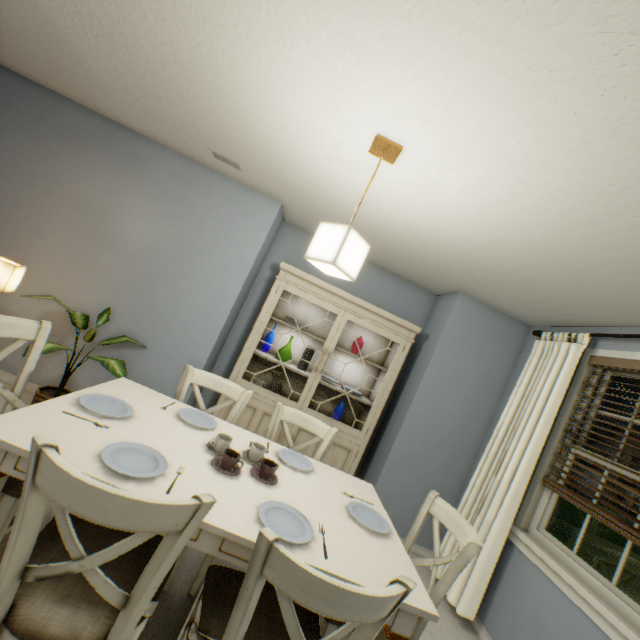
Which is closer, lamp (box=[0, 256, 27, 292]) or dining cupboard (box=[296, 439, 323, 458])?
lamp (box=[0, 256, 27, 292])

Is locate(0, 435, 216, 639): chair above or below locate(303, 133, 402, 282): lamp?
below

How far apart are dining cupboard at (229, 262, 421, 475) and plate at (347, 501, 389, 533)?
1.4m

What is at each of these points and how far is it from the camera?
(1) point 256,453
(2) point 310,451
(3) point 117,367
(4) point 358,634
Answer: (1) cup, 1.63m
(2) dining cupboard, 3.05m
(3) plant, 2.37m
(4) chair, 0.92m

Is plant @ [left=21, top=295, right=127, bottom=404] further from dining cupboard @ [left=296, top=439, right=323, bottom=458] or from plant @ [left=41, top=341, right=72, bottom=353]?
dining cupboard @ [left=296, top=439, right=323, bottom=458]

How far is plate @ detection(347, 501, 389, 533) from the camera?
1.5 meters

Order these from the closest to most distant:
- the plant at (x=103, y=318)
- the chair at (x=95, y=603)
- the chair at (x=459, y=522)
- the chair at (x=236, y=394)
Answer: the chair at (x=95, y=603)
the chair at (x=459, y=522)
the chair at (x=236, y=394)
the plant at (x=103, y=318)

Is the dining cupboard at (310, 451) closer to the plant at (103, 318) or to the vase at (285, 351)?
the vase at (285, 351)
